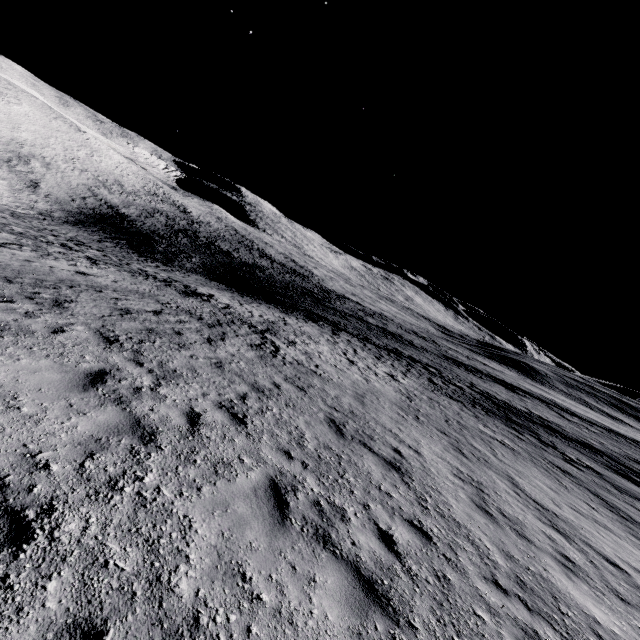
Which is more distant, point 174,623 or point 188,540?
point 188,540
